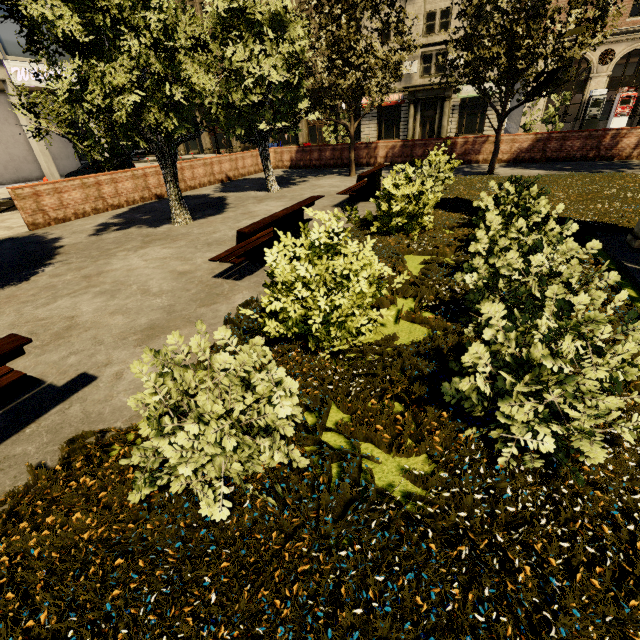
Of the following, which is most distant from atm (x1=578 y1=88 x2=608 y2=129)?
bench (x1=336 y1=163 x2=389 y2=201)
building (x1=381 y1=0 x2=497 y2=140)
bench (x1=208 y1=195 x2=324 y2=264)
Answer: bench (x1=208 y1=195 x2=324 y2=264)

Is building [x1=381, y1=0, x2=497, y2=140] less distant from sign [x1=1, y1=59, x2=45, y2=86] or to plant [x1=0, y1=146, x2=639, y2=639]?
sign [x1=1, y1=59, x2=45, y2=86]

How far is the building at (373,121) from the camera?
33.8m

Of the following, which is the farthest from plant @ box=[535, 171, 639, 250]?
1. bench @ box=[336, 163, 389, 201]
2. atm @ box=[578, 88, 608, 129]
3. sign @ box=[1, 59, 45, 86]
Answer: sign @ box=[1, 59, 45, 86]

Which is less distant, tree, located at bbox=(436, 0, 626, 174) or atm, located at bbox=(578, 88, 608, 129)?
tree, located at bbox=(436, 0, 626, 174)

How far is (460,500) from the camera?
2.02m

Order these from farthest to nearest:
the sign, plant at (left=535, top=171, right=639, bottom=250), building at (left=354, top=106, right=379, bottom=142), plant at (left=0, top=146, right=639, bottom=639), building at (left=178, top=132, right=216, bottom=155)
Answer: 1. building at (left=178, top=132, right=216, bottom=155)
2. building at (left=354, top=106, right=379, bottom=142)
3. the sign
4. plant at (left=535, top=171, right=639, bottom=250)
5. plant at (left=0, top=146, right=639, bottom=639)

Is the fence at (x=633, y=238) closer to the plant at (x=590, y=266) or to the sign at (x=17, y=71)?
the plant at (x=590, y=266)
